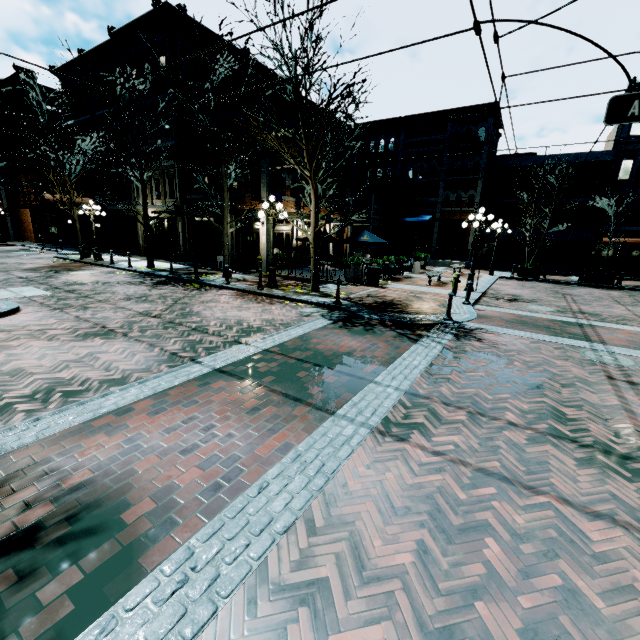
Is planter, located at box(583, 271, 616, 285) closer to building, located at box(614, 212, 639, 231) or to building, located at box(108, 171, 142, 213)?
building, located at box(614, 212, 639, 231)

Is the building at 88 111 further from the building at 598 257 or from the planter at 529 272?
the building at 598 257

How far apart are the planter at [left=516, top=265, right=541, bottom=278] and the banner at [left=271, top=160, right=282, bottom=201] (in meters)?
16.13

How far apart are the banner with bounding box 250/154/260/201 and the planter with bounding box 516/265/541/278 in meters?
17.0

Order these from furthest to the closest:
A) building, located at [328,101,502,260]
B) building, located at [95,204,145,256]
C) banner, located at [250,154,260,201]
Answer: building, located at [328,101,502,260], building, located at [95,204,145,256], banner, located at [250,154,260,201]

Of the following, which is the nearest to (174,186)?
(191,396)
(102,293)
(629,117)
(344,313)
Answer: (102,293)

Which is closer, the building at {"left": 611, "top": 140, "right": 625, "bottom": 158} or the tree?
the tree

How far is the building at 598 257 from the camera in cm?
2566
